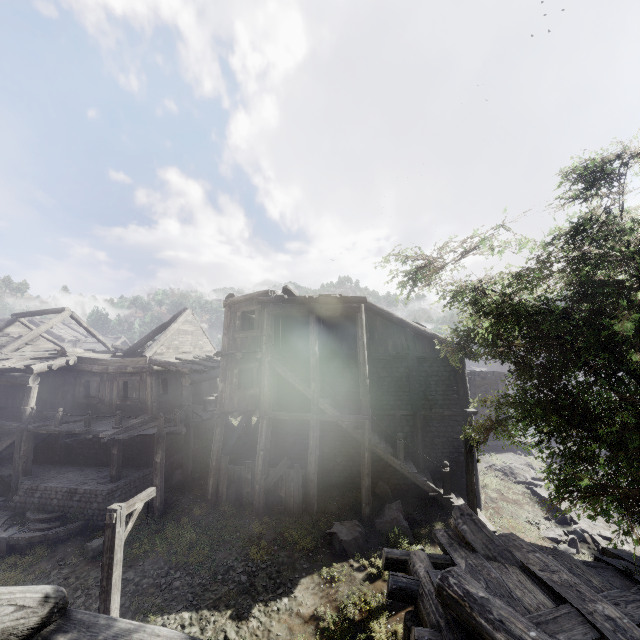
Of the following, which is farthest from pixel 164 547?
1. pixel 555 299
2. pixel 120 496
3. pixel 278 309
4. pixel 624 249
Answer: pixel 624 249

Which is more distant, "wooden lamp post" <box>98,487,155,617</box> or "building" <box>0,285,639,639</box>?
"wooden lamp post" <box>98,487,155,617</box>

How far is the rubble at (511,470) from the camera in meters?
19.2

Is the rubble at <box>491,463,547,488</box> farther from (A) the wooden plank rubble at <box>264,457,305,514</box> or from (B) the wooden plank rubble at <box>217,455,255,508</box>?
(B) the wooden plank rubble at <box>217,455,255,508</box>

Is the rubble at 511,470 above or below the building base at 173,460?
below

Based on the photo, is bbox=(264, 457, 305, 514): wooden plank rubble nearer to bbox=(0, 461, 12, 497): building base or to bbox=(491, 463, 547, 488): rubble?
bbox=(0, 461, 12, 497): building base

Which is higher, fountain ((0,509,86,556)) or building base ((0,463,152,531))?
building base ((0,463,152,531))

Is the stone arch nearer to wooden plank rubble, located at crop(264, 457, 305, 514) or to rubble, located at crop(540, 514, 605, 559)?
rubble, located at crop(540, 514, 605, 559)
